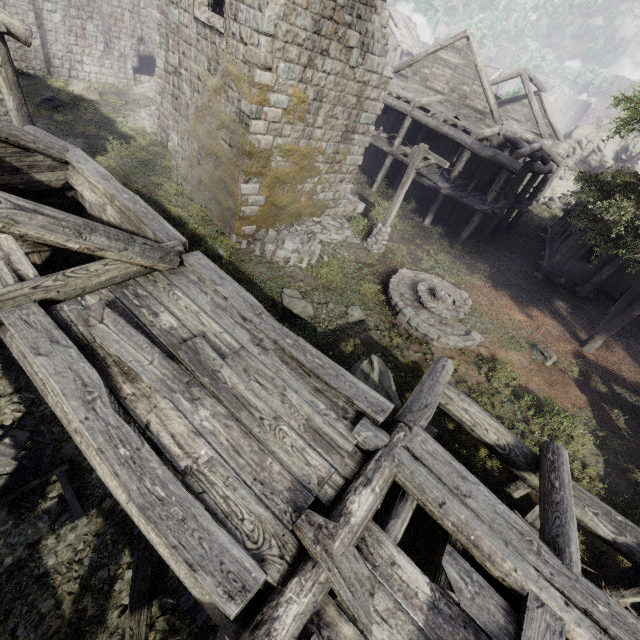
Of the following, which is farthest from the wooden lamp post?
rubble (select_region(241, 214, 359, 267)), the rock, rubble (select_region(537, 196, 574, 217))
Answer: the rock

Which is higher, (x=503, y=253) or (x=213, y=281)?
(x=213, y=281)

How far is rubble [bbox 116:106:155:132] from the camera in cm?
1908

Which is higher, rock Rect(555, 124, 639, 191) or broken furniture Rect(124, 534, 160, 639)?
rock Rect(555, 124, 639, 191)

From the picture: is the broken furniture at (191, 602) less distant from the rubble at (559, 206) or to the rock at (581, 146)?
the rubble at (559, 206)

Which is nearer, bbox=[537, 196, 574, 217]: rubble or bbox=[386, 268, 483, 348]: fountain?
bbox=[386, 268, 483, 348]: fountain

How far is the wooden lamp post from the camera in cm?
1235

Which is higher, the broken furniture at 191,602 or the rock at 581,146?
the rock at 581,146
